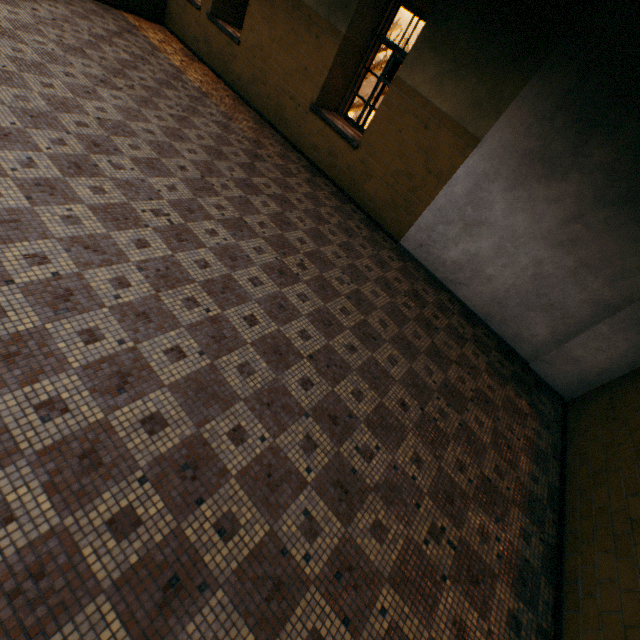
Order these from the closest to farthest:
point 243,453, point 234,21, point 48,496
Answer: point 48,496 → point 243,453 → point 234,21
